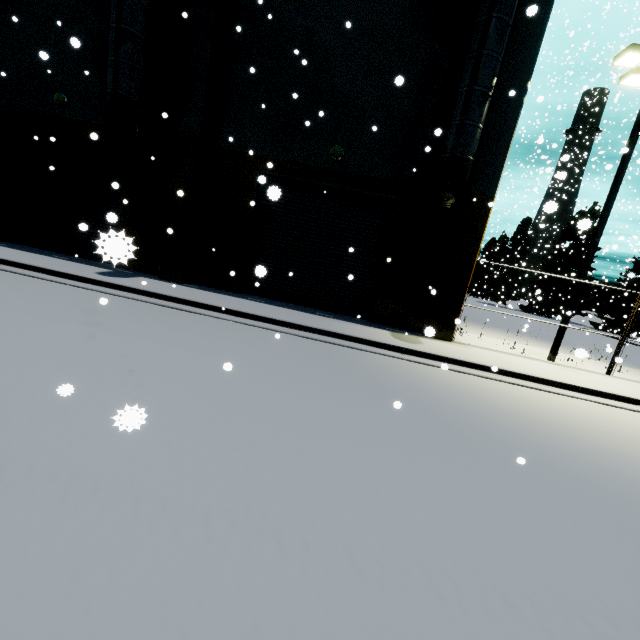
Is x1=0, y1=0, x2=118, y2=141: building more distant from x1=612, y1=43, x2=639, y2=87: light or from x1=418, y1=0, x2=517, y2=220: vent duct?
x1=612, y1=43, x2=639, y2=87: light

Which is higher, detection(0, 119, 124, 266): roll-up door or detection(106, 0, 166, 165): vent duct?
detection(106, 0, 166, 165): vent duct

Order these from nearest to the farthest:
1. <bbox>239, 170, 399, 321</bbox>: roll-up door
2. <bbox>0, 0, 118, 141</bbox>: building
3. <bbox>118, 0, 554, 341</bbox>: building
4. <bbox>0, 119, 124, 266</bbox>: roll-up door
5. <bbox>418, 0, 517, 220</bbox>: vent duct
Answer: <bbox>418, 0, 517, 220</bbox>: vent duct → <bbox>118, 0, 554, 341</bbox>: building → <bbox>0, 0, 118, 141</bbox>: building → <bbox>239, 170, 399, 321</bbox>: roll-up door → <bbox>0, 119, 124, 266</bbox>: roll-up door

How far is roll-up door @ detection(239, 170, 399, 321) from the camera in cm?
1150

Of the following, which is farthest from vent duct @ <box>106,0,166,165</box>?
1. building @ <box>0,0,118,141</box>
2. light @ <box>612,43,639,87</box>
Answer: light @ <box>612,43,639,87</box>

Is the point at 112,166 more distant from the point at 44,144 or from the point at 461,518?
the point at 461,518

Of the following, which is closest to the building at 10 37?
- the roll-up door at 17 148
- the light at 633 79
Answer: the roll-up door at 17 148
